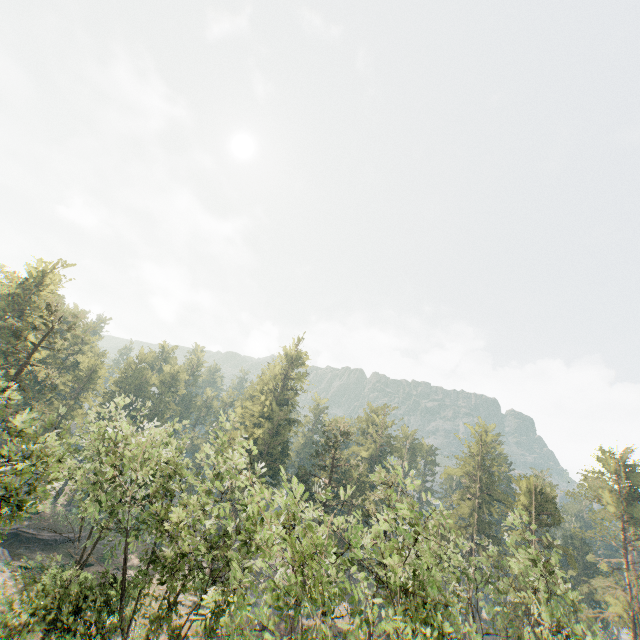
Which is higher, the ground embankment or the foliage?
the foliage

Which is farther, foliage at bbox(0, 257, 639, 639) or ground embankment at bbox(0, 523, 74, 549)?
ground embankment at bbox(0, 523, 74, 549)

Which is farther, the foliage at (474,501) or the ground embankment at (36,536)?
the ground embankment at (36,536)

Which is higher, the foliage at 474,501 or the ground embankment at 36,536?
the foliage at 474,501

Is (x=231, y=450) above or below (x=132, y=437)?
above
